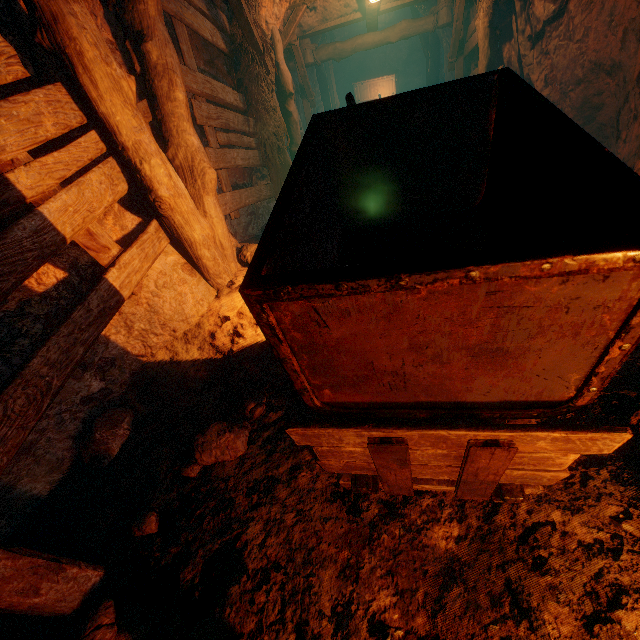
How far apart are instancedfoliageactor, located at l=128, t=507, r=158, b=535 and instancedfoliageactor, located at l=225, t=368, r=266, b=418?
0.26m

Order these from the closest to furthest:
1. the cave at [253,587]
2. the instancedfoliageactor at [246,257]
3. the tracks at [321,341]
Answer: the tracks at [321,341] < the cave at [253,587] < the instancedfoliageactor at [246,257]

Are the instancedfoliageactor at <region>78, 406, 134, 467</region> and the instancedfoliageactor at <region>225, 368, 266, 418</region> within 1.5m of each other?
yes

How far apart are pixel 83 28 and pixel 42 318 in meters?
1.9

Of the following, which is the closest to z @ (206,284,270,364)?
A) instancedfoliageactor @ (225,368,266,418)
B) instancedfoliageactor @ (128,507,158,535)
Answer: instancedfoliageactor @ (225,368,266,418)

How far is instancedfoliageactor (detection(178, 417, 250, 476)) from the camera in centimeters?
205cm

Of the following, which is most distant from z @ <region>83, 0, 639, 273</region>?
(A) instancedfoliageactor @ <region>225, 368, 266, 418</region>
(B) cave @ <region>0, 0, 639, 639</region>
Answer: (A) instancedfoliageactor @ <region>225, 368, 266, 418</region>

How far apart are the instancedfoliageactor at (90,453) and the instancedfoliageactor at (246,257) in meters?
1.8 m
